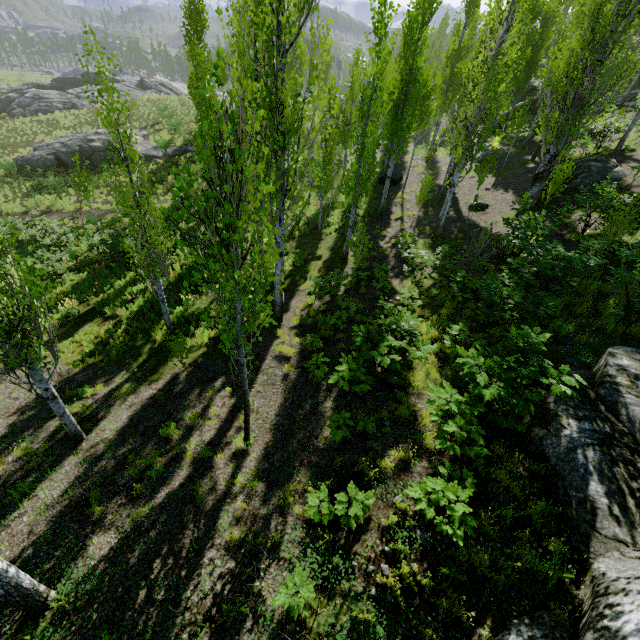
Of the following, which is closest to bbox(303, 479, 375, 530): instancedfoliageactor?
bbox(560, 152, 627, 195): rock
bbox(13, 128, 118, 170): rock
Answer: bbox(560, 152, 627, 195): rock

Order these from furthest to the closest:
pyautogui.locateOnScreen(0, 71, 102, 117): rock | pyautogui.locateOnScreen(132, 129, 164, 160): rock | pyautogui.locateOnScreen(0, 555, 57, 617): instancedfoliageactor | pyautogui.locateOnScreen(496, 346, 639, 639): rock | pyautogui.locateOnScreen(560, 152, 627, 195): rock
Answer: pyautogui.locateOnScreen(0, 71, 102, 117): rock
pyautogui.locateOnScreen(132, 129, 164, 160): rock
pyautogui.locateOnScreen(560, 152, 627, 195): rock
pyautogui.locateOnScreen(0, 555, 57, 617): instancedfoliageactor
pyautogui.locateOnScreen(496, 346, 639, 639): rock

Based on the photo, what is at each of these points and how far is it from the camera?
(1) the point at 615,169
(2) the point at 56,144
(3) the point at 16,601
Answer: (1) rock, 14.9 meters
(2) rock, 29.4 meters
(3) instancedfoliageactor, 4.4 meters

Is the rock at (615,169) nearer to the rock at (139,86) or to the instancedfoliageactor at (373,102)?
the instancedfoliageactor at (373,102)

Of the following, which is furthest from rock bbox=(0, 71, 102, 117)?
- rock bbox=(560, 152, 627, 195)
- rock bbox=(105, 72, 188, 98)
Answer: rock bbox=(560, 152, 627, 195)

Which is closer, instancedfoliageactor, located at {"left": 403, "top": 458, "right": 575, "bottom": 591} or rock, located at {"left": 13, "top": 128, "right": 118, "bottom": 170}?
instancedfoliageactor, located at {"left": 403, "top": 458, "right": 575, "bottom": 591}

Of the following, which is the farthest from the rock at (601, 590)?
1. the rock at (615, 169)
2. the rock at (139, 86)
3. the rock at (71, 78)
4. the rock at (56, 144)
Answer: the rock at (139, 86)

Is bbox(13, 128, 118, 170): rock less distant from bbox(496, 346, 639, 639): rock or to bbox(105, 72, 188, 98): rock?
bbox(105, 72, 188, 98): rock
